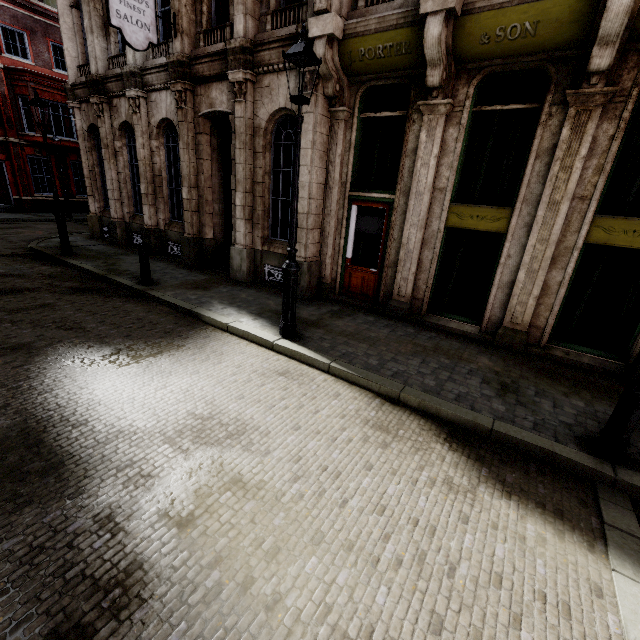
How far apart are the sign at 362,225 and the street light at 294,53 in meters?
3.1

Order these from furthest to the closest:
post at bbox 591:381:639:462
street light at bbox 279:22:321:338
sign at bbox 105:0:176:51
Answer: sign at bbox 105:0:176:51 → street light at bbox 279:22:321:338 → post at bbox 591:381:639:462

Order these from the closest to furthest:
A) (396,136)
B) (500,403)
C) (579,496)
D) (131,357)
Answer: (579,496), (500,403), (131,357), (396,136)

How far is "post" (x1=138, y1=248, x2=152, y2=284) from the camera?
8.5 meters

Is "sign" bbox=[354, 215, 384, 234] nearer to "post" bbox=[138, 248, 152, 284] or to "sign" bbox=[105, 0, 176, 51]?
"post" bbox=[138, 248, 152, 284]

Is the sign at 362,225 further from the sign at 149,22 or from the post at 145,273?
the sign at 149,22

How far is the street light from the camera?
4.7 meters

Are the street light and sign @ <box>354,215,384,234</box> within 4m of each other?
yes
